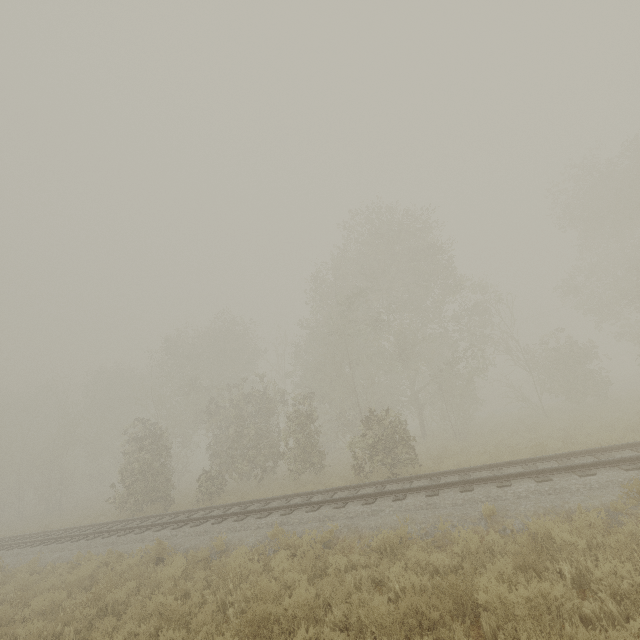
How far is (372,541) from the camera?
8.2 meters
